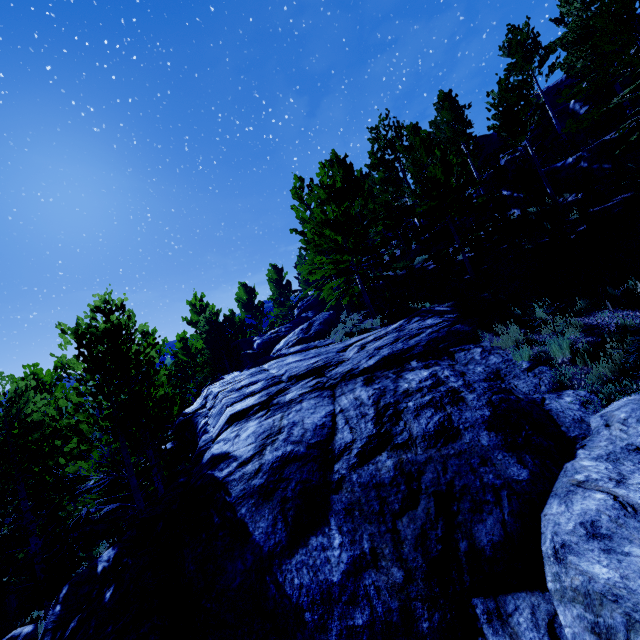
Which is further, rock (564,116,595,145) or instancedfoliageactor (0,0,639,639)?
rock (564,116,595,145)

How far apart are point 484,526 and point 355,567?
1.7 meters

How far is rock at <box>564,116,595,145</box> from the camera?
20.8m

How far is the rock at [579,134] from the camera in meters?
20.8 m

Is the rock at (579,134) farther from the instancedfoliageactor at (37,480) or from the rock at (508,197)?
the rock at (508,197)

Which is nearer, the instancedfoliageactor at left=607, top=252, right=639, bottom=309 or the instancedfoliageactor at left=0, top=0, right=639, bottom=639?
the instancedfoliageactor at left=607, top=252, right=639, bottom=309

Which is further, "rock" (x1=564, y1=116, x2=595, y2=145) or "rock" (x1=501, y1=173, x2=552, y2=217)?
"rock" (x1=564, y1=116, x2=595, y2=145)

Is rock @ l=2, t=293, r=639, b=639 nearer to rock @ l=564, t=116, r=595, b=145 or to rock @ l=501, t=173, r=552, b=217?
rock @ l=501, t=173, r=552, b=217
